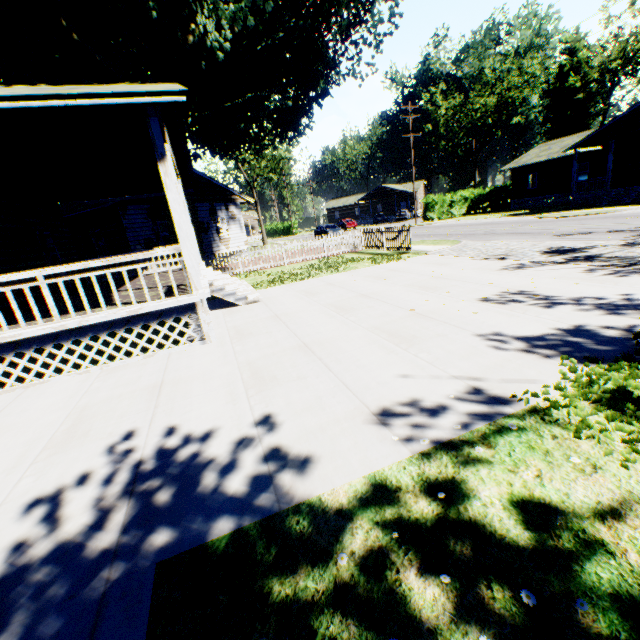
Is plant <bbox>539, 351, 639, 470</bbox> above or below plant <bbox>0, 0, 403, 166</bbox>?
below

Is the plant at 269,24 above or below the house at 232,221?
above

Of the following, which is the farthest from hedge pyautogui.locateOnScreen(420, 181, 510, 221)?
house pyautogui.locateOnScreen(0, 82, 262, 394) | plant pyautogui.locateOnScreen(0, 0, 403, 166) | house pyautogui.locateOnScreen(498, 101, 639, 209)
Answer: house pyautogui.locateOnScreen(0, 82, 262, 394)

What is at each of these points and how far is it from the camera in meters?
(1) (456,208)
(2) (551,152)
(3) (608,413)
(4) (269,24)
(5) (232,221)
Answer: (1) hedge, 38.3
(2) house, 32.8
(3) plant, 3.0
(4) plant, 13.0
(5) house, 24.8

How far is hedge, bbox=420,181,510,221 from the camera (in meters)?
37.16

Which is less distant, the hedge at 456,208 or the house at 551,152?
the house at 551,152

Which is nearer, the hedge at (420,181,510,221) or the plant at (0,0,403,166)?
the plant at (0,0,403,166)

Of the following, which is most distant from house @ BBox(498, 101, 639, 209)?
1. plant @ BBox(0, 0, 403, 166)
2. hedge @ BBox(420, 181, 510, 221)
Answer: plant @ BBox(0, 0, 403, 166)
